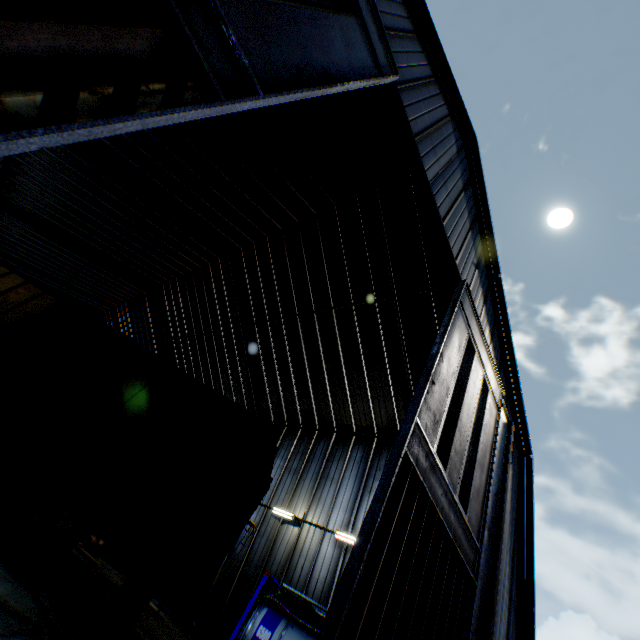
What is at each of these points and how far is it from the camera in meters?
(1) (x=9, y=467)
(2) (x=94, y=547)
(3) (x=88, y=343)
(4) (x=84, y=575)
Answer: (1) storage container, 14.4 m
(2) debris, 14.1 m
(3) train, 11.7 m
(4) wooden pallet, 7.4 m

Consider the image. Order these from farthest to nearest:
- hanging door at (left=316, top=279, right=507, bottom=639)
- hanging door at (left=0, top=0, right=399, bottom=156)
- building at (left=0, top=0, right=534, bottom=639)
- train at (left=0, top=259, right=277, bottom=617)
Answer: building at (left=0, top=0, right=534, bottom=639) → train at (left=0, top=259, right=277, bottom=617) → hanging door at (left=316, top=279, right=507, bottom=639) → hanging door at (left=0, top=0, right=399, bottom=156)

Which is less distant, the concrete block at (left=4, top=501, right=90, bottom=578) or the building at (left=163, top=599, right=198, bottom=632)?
the concrete block at (left=4, top=501, right=90, bottom=578)

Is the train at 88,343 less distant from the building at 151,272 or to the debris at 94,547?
the building at 151,272

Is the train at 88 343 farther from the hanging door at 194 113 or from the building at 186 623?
the building at 186 623

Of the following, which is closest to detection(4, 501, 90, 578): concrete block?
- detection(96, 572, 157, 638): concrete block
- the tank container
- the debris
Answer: detection(96, 572, 157, 638): concrete block

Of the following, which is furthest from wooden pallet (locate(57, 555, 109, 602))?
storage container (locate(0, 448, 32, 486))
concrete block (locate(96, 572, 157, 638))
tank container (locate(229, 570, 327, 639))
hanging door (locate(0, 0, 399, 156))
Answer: storage container (locate(0, 448, 32, 486))

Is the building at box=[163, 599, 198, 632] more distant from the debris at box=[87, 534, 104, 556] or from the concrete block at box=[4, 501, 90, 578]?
the concrete block at box=[4, 501, 90, 578]
